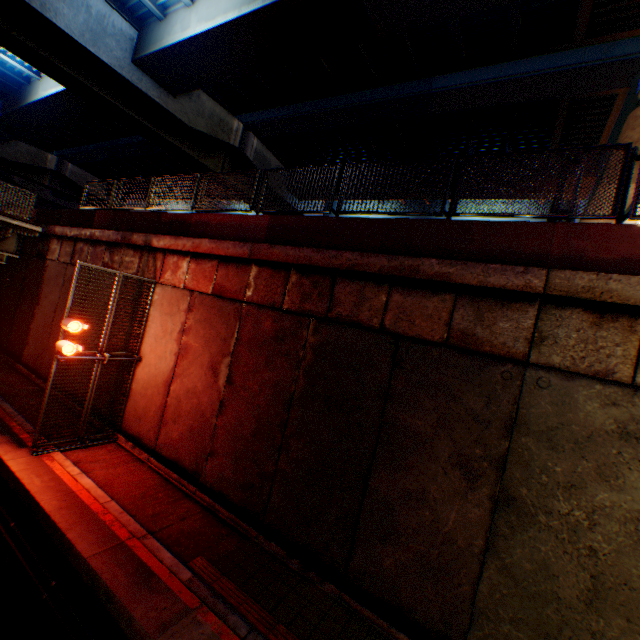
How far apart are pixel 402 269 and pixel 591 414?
3.5m

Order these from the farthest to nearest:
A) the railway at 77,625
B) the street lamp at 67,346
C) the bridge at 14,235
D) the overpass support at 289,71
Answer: the bridge at 14,235 < the overpass support at 289,71 < the street lamp at 67,346 < the railway at 77,625

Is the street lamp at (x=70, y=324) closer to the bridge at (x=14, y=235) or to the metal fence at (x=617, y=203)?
the metal fence at (x=617, y=203)

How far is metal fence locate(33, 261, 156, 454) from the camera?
8.1 meters

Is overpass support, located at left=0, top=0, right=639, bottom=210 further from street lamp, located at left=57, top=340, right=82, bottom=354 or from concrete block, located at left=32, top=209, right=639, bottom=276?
street lamp, located at left=57, top=340, right=82, bottom=354

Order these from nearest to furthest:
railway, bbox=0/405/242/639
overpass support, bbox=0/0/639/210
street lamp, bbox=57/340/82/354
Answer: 1. railway, bbox=0/405/242/639
2. street lamp, bbox=57/340/82/354
3. overpass support, bbox=0/0/639/210

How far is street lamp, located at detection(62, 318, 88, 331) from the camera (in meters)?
7.86

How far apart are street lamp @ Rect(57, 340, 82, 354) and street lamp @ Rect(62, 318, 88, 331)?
0.3 meters
